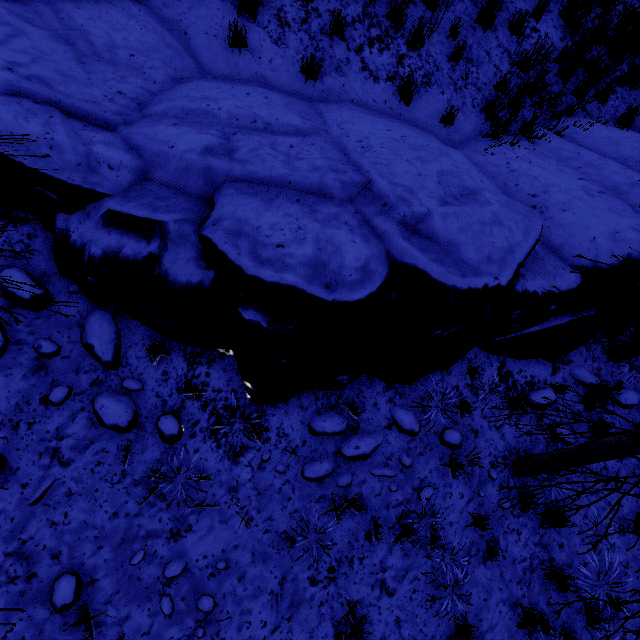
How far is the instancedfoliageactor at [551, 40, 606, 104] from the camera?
6.2 meters

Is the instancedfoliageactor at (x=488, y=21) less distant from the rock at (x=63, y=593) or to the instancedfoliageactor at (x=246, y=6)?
the instancedfoliageactor at (x=246, y=6)

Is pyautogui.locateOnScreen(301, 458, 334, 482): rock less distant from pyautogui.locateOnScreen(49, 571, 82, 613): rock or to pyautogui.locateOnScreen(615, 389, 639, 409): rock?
pyautogui.locateOnScreen(49, 571, 82, 613): rock

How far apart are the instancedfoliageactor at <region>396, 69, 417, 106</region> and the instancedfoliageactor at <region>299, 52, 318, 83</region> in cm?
143

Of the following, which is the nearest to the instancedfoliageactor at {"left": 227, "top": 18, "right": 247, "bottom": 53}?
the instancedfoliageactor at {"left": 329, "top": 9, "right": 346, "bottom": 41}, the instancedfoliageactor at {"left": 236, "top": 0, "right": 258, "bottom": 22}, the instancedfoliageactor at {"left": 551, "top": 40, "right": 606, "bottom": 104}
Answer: the instancedfoliageactor at {"left": 236, "top": 0, "right": 258, "bottom": 22}

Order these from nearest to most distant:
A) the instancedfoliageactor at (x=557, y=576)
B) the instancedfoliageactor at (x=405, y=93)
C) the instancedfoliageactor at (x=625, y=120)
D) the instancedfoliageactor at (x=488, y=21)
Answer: the instancedfoliageactor at (x=557, y=576) → the instancedfoliageactor at (x=405, y=93) → the instancedfoliageactor at (x=488, y=21) → the instancedfoliageactor at (x=625, y=120)

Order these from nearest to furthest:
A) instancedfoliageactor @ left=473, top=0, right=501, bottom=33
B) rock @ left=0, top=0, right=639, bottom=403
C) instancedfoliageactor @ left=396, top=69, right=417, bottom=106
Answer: rock @ left=0, top=0, right=639, bottom=403 < instancedfoliageactor @ left=396, top=69, right=417, bottom=106 < instancedfoliageactor @ left=473, top=0, right=501, bottom=33

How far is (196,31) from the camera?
4.8m
